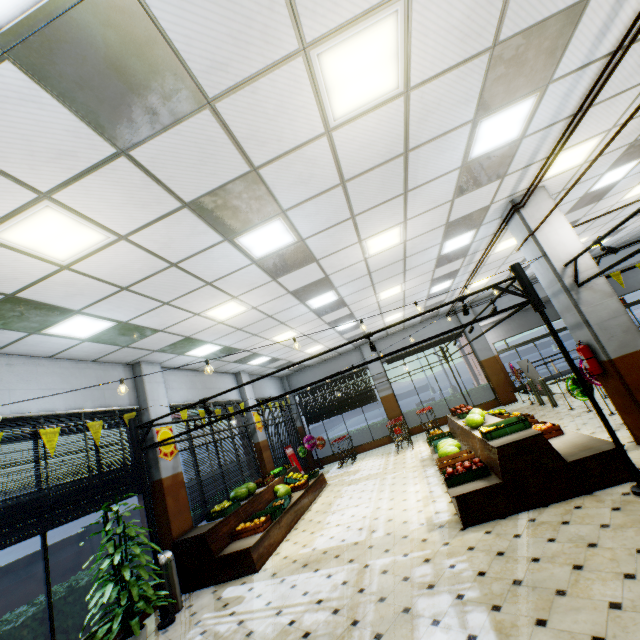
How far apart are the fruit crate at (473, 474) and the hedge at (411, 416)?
10.3m

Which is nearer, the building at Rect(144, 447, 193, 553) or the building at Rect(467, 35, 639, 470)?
the building at Rect(467, 35, 639, 470)

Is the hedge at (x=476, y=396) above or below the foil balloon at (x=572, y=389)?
below

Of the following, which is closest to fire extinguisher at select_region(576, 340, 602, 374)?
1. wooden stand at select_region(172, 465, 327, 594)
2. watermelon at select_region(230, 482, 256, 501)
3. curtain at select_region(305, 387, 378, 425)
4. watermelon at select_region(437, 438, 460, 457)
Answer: watermelon at select_region(437, 438, 460, 457)

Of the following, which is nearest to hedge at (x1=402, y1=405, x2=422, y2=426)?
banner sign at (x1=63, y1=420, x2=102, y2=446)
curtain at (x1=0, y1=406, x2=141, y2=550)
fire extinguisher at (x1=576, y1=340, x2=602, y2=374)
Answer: fire extinguisher at (x1=576, y1=340, x2=602, y2=374)

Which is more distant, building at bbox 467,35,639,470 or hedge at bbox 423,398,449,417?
hedge at bbox 423,398,449,417

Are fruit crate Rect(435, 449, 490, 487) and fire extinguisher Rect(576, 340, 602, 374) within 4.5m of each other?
yes

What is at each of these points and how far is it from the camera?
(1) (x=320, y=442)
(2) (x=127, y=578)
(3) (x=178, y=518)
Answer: (1) foil balloon, 15.62m
(2) plant, 4.71m
(3) building, 7.11m
